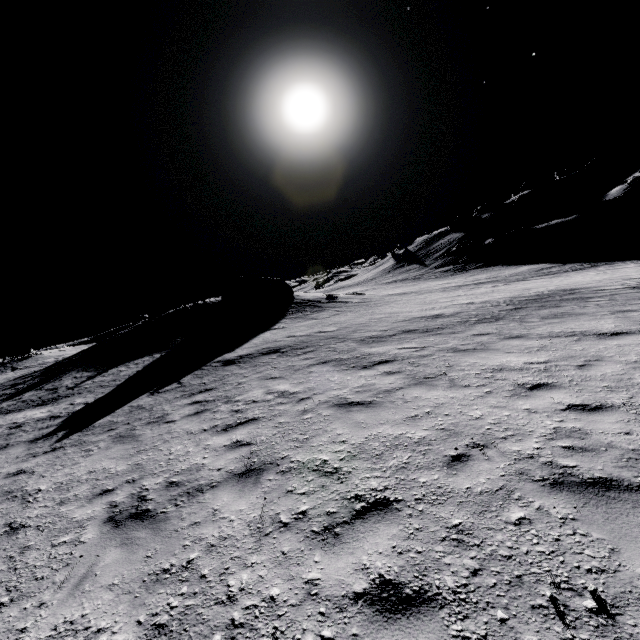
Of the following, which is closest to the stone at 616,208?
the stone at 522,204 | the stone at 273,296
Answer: the stone at 522,204

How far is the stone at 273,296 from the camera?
26.97m

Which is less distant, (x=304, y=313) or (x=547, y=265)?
(x=304, y=313)

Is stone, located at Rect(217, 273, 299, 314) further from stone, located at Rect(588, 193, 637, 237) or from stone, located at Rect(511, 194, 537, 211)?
stone, located at Rect(511, 194, 537, 211)

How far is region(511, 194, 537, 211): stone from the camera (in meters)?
57.66

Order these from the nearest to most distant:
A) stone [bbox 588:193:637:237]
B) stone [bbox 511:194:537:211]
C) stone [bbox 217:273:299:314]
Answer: stone [bbox 217:273:299:314] → stone [bbox 588:193:637:237] → stone [bbox 511:194:537:211]

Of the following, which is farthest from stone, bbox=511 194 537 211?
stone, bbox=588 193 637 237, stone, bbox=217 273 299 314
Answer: stone, bbox=217 273 299 314

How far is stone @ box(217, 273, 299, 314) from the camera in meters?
27.0 m
